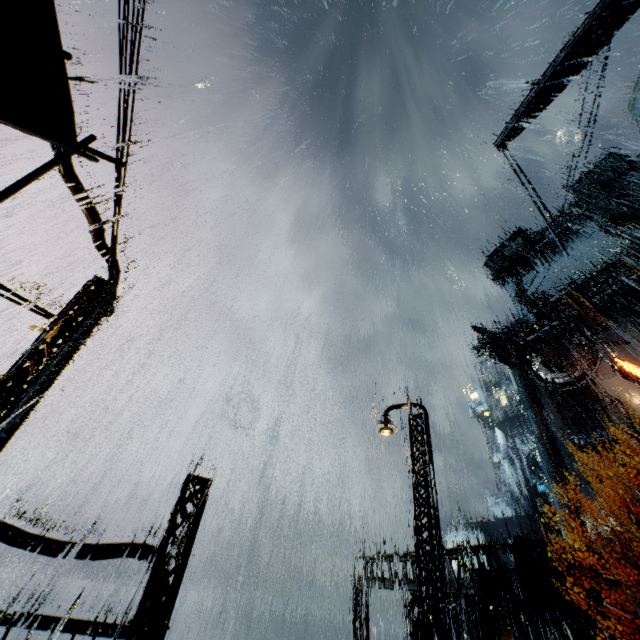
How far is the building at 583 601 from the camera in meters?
17.7 m

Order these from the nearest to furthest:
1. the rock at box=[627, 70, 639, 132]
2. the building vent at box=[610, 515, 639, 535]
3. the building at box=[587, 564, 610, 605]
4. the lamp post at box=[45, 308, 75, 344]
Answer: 1. the lamp post at box=[45, 308, 75, 344]
2. the building at box=[587, 564, 610, 605]
3. the building vent at box=[610, 515, 639, 535]
4. the rock at box=[627, 70, 639, 132]

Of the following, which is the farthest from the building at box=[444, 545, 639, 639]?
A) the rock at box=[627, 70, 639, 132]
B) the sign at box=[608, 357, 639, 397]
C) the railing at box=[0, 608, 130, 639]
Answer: the rock at box=[627, 70, 639, 132]

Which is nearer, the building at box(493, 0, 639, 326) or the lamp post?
the lamp post

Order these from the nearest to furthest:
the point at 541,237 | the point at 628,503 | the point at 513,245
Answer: the point at 628,503 → the point at 541,237 → the point at 513,245

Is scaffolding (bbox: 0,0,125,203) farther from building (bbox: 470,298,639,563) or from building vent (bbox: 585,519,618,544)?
building vent (bbox: 585,519,618,544)

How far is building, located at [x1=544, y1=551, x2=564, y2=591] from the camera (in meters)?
17.84

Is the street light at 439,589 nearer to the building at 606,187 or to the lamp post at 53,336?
the building at 606,187
